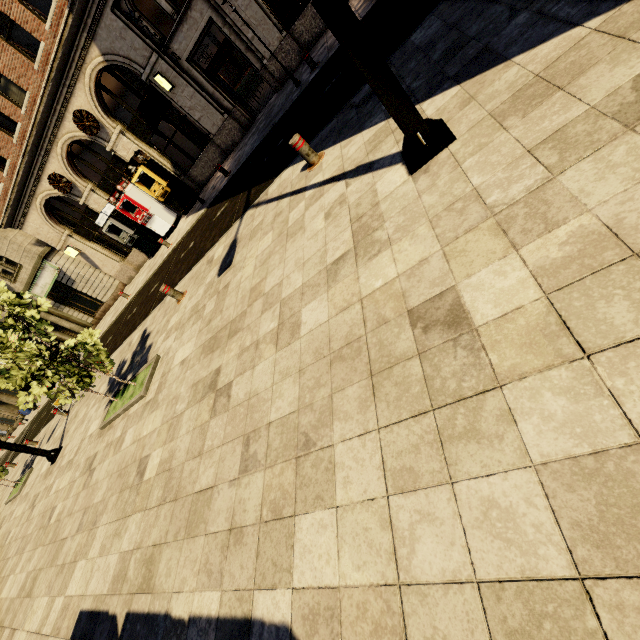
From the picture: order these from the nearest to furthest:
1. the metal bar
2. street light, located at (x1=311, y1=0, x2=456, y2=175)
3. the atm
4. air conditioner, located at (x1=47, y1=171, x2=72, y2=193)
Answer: street light, located at (x1=311, y1=0, x2=456, y2=175)
the metal bar
the atm
air conditioner, located at (x1=47, y1=171, x2=72, y2=193)

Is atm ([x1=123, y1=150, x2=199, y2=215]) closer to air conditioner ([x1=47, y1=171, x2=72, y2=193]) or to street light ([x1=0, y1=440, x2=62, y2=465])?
air conditioner ([x1=47, y1=171, x2=72, y2=193])

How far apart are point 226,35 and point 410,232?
14.9m

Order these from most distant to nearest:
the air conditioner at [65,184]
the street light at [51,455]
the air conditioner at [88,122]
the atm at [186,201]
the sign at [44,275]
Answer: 1. the sign at [44,275]
2. the air conditioner at [65,184]
3. the atm at [186,201]
4. the air conditioner at [88,122]
5. the street light at [51,455]

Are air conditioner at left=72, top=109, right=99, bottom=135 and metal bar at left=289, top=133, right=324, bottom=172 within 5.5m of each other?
no

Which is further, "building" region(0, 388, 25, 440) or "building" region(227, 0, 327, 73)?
"building" region(0, 388, 25, 440)

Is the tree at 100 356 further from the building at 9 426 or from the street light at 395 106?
the building at 9 426

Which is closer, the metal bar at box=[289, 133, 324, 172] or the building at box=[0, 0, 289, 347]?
the metal bar at box=[289, 133, 324, 172]
